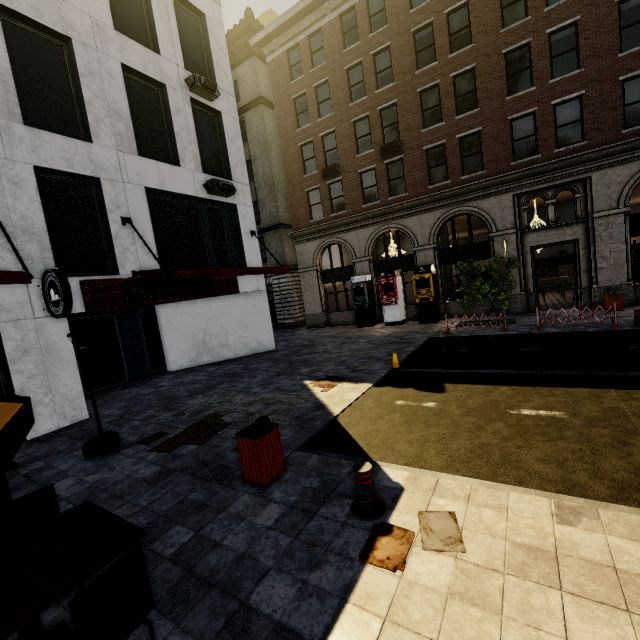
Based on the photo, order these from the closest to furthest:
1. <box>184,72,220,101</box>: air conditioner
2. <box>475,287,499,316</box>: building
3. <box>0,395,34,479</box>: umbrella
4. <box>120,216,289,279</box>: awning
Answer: <box>0,395,34,479</box>: umbrella, <box>120,216,289,279</box>: awning, <box>184,72,220,101</box>: air conditioner, <box>475,287,499,316</box>: building

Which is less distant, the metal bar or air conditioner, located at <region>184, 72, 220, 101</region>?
the metal bar

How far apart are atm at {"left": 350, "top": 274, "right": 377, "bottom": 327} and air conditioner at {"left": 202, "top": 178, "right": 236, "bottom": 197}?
8.7m

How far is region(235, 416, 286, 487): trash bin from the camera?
4.8 meters

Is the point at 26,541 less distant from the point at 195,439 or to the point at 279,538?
the point at 279,538

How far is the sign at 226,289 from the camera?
9.4 meters

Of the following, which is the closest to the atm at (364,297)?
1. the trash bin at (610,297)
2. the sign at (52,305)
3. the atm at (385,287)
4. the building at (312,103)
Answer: the building at (312,103)

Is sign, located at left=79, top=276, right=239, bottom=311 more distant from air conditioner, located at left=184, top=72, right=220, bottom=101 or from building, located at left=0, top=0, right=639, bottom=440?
building, located at left=0, top=0, right=639, bottom=440
